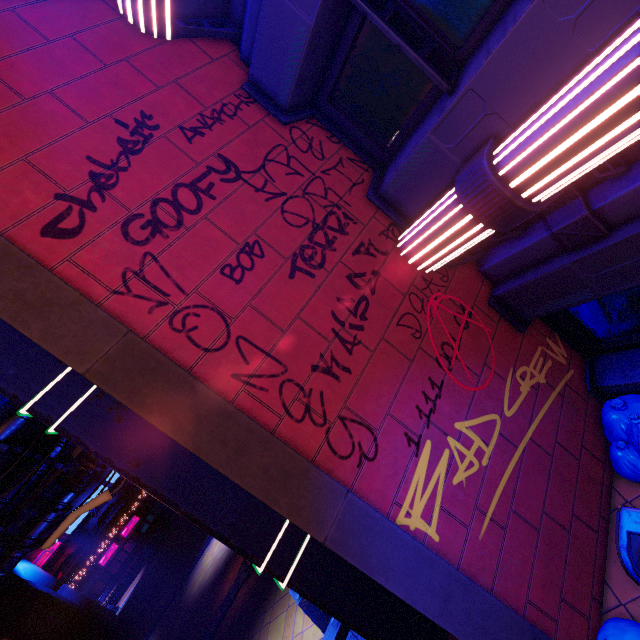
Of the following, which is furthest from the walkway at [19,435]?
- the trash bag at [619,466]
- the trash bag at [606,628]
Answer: the trash bag at [619,466]

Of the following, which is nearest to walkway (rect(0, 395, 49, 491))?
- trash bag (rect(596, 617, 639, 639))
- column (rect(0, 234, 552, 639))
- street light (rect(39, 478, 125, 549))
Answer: street light (rect(39, 478, 125, 549))

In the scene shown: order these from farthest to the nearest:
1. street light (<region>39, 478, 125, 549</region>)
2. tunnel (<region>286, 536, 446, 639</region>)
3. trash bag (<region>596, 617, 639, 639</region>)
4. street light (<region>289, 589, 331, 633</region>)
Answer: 1. street light (<region>289, 589, 331, 633</region>)
2. street light (<region>39, 478, 125, 549</region>)
3. tunnel (<region>286, 536, 446, 639</region>)
4. trash bag (<region>596, 617, 639, 639</region>)

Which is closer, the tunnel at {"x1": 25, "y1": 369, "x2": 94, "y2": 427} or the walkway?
the tunnel at {"x1": 25, "y1": 369, "x2": 94, "y2": 427}

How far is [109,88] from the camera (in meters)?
3.63

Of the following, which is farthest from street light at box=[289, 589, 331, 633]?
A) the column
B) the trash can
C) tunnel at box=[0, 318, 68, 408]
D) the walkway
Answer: the trash can

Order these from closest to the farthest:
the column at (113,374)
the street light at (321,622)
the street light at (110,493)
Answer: the column at (113,374), the street light at (110,493), the street light at (321,622)

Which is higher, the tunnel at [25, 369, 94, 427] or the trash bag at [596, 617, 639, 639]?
the tunnel at [25, 369, 94, 427]
